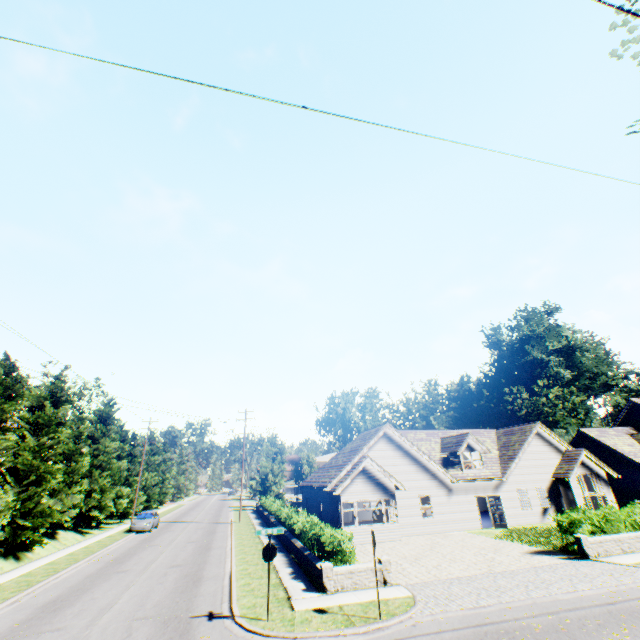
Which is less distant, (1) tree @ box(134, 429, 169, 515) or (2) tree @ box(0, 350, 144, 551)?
(2) tree @ box(0, 350, 144, 551)

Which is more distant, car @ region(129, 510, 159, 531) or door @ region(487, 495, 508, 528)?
car @ region(129, 510, 159, 531)

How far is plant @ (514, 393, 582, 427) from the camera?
56.38m

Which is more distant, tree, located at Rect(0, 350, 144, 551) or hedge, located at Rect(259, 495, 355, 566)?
tree, located at Rect(0, 350, 144, 551)

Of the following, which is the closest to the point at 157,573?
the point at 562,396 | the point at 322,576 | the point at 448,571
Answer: the point at 322,576

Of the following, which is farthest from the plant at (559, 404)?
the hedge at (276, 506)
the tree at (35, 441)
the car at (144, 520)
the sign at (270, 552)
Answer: the sign at (270, 552)

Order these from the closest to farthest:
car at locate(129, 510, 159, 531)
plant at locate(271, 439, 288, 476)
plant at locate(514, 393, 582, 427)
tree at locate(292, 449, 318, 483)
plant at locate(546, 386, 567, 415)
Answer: car at locate(129, 510, 159, 531), tree at locate(292, 449, 318, 483), plant at locate(271, 439, 288, 476), plant at locate(546, 386, 567, 415), plant at locate(514, 393, 582, 427)

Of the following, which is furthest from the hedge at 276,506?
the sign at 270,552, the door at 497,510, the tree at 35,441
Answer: the tree at 35,441
